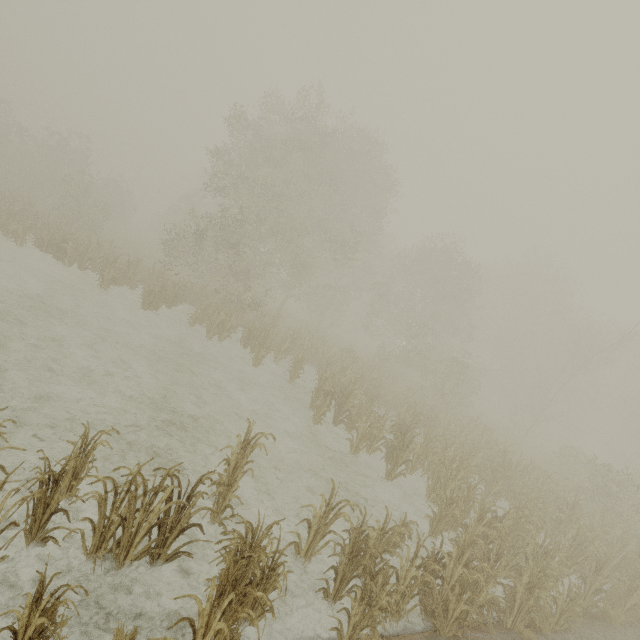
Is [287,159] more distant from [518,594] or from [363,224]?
[518,594]
